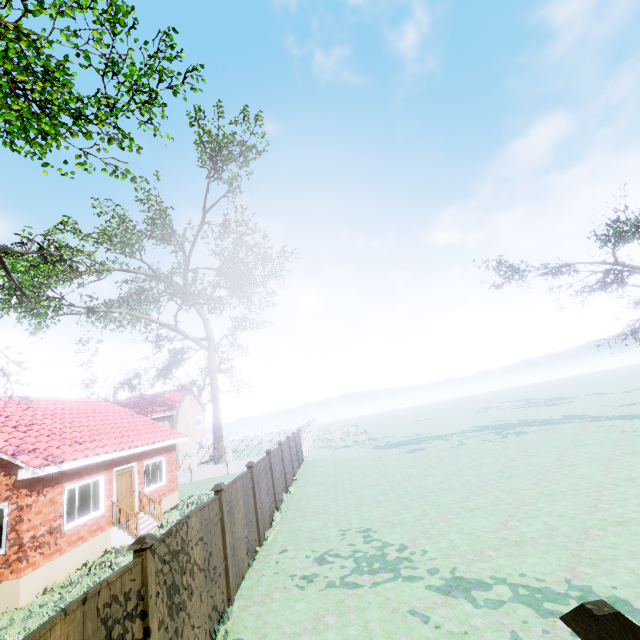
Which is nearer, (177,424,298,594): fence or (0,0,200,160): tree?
(177,424,298,594): fence

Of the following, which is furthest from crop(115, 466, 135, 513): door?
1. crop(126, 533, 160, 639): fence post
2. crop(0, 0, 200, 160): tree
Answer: crop(0, 0, 200, 160): tree

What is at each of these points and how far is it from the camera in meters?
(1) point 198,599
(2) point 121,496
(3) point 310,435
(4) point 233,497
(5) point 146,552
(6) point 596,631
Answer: (1) fence, 6.0 m
(2) door, 14.2 m
(3) fence, 38.5 m
(4) fence, 8.9 m
(5) fence post, 4.7 m
(6) fence post, 1.7 m

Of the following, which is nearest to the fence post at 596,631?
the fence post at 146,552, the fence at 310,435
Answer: the fence at 310,435

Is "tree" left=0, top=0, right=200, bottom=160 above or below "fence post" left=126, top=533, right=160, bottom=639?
above

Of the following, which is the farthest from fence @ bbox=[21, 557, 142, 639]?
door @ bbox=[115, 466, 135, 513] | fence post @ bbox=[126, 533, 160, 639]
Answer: door @ bbox=[115, 466, 135, 513]

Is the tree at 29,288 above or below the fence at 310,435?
above

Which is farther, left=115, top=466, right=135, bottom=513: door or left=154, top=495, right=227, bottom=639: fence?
left=115, top=466, right=135, bottom=513: door
